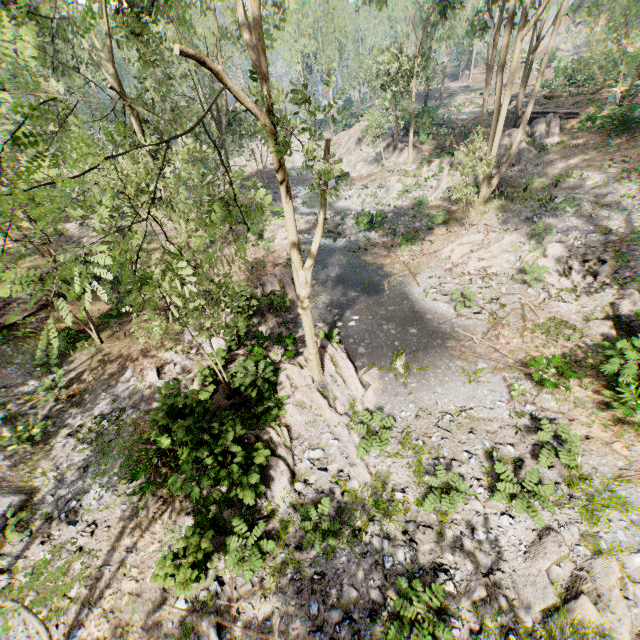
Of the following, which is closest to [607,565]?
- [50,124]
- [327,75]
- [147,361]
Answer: [327,75]

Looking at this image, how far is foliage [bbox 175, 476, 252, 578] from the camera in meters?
7.6

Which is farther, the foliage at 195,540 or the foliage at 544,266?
the foliage at 544,266

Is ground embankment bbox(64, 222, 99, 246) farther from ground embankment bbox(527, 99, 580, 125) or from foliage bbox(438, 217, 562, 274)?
ground embankment bbox(527, 99, 580, 125)

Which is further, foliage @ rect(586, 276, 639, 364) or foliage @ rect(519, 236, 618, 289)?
foliage @ rect(519, 236, 618, 289)

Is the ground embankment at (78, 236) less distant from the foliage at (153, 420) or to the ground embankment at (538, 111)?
the foliage at (153, 420)

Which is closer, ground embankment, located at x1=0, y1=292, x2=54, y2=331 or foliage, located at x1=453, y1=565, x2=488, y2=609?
foliage, located at x1=453, y1=565, x2=488, y2=609

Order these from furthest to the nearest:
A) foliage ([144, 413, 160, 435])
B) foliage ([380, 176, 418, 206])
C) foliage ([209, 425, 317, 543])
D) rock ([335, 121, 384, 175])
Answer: rock ([335, 121, 384, 175]) < foliage ([380, 176, 418, 206]) < foliage ([144, 413, 160, 435]) < foliage ([209, 425, 317, 543])
